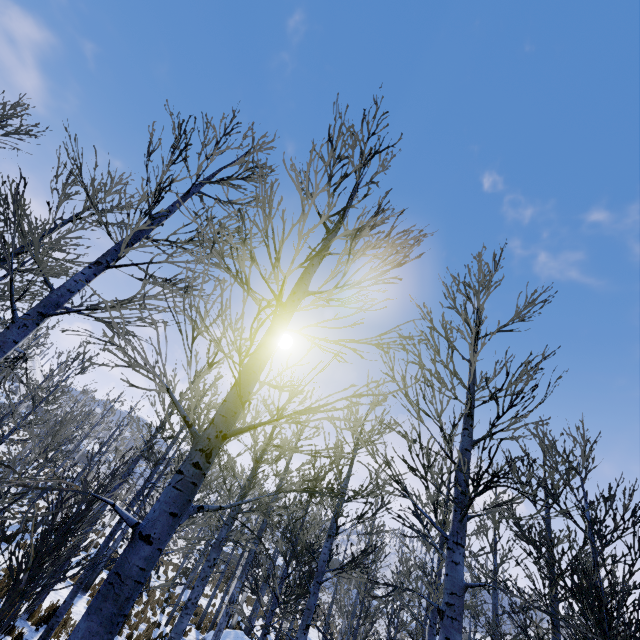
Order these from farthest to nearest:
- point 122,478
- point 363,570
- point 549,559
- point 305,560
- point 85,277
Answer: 1. point 122,478
2. point 305,560
3. point 549,559
4. point 363,570
5. point 85,277
